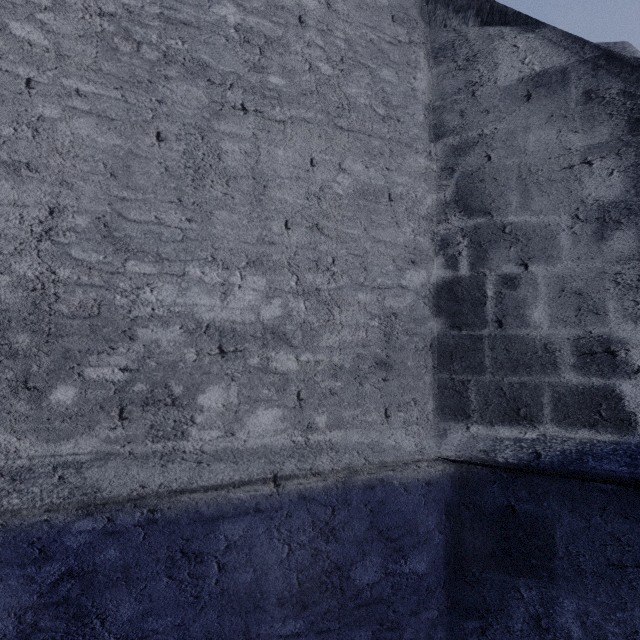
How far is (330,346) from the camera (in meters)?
2.16
